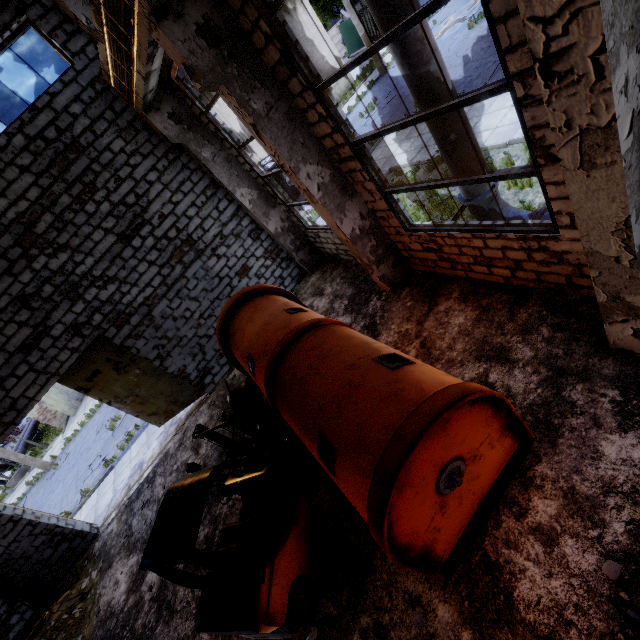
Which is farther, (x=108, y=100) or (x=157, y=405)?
(x=157, y=405)

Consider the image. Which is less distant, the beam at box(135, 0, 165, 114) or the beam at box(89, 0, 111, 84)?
the beam at box(135, 0, 165, 114)

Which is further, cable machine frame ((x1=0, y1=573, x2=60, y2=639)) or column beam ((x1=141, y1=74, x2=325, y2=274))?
cable machine frame ((x1=0, y1=573, x2=60, y2=639))

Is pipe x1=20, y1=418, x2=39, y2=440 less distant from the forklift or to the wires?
the wires

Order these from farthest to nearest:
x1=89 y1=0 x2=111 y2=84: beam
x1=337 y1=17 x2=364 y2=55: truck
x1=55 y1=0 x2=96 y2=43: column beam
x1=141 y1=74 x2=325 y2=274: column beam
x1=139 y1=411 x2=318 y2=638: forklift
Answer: x1=337 y1=17 x2=364 y2=55: truck
x1=141 y1=74 x2=325 y2=274: column beam
x1=55 y1=0 x2=96 y2=43: column beam
x1=89 y1=0 x2=111 y2=84: beam
x1=139 y1=411 x2=318 y2=638: forklift

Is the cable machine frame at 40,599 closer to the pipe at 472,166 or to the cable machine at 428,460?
the cable machine at 428,460

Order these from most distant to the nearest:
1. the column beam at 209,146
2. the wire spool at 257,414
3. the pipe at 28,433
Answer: the pipe at 28,433 < the column beam at 209,146 < the wire spool at 257,414

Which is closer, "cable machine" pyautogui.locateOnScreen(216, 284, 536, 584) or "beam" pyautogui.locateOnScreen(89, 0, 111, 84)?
"cable machine" pyautogui.locateOnScreen(216, 284, 536, 584)
